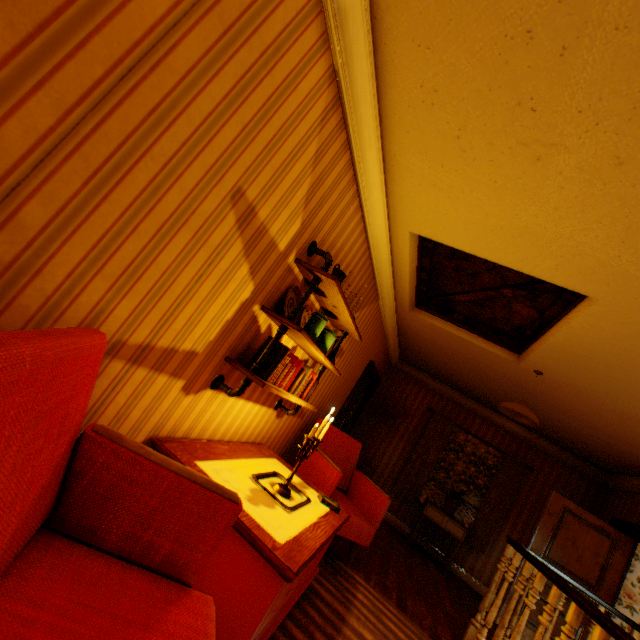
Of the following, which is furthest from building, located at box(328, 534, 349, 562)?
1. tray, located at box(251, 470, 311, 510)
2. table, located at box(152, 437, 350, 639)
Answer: tray, located at box(251, 470, 311, 510)

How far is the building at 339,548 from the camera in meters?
3.8

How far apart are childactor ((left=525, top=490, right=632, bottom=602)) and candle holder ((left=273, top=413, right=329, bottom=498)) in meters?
5.1

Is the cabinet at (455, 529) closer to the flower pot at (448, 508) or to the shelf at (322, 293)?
the flower pot at (448, 508)

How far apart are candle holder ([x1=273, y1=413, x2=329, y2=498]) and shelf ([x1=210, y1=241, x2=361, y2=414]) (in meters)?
0.30

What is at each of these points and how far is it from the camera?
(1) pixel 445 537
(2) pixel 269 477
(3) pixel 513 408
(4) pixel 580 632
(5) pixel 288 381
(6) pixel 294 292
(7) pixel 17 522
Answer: (1) building, 6.5 meters
(2) tray, 2.5 meters
(3) ceiling light, 3.9 meters
(4) childactor, 4.9 meters
(5) book row, 2.6 meters
(6) plate, 2.5 meters
(7) chair, 0.8 meters

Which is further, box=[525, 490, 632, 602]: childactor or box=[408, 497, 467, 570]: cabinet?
box=[408, 497, 467, 570]: cabinet

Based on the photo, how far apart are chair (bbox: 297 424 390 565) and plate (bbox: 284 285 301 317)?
1.8 meters
